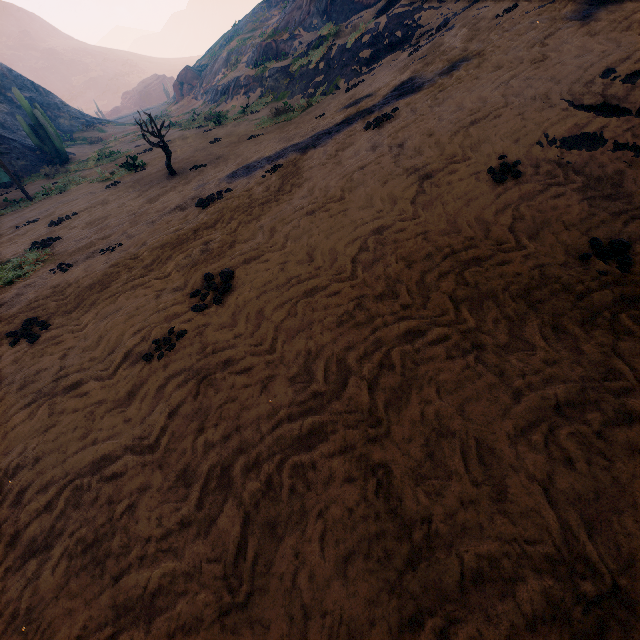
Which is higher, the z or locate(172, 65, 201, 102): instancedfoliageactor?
locate(172, 65, 201, 102): instancedfoliageactor

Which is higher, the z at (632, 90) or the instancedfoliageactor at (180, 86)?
the instancedfoliageactor at (180, 86)

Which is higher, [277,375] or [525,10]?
[525,10]

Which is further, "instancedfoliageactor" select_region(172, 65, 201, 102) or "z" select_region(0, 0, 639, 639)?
"instancedfoliageactor" select_region(172, 65, 201, 102)

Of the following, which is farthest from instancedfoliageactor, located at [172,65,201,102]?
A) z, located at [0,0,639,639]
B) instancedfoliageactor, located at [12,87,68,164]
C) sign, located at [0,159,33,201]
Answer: sign, located at [0,159,33,201]

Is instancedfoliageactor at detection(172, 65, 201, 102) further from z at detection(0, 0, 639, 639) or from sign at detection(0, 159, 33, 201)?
sign at detection(0, 159, 33, 201)

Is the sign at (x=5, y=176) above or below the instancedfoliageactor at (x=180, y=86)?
below

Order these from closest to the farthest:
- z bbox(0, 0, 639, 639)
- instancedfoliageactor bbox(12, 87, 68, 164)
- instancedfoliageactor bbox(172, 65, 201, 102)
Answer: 1. z bbox(0, 0, 639, 639)
2. instancedfoliageactor bbox(12, 87, 68, 164)
3. instancedfoliageactor bbox(172, 65, 201, 102)
